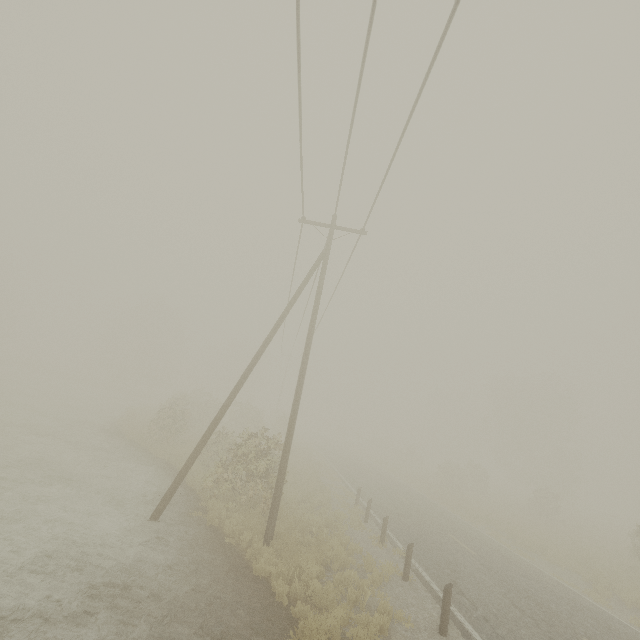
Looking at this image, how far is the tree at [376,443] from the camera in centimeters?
5738cm

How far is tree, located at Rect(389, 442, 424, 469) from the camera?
49.2 meters

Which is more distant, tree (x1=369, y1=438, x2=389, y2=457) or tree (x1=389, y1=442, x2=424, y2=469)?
tree (x1=369, y1=438, x2=389, y2=457)

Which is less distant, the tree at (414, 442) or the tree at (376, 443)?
the tree at (414, 442)

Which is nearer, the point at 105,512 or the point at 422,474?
the point at 105,512
